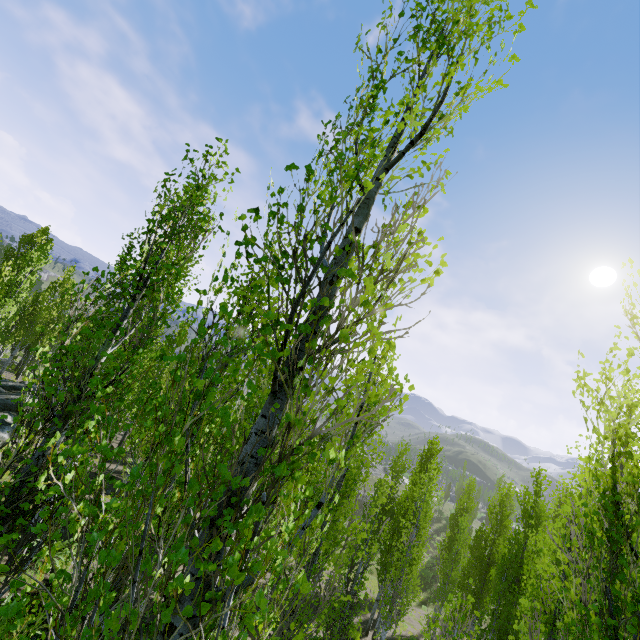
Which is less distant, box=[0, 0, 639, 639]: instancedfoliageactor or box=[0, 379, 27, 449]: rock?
box=[0, 0, 639, 639]: instancedfoliageactor

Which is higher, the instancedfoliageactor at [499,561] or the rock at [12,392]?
the instancedfoliageactor at [499,561]

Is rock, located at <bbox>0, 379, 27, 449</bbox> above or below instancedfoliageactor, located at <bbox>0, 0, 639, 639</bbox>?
below

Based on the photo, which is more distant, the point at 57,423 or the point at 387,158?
the point at 57,423

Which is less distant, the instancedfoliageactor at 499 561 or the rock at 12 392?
the instancedfoliageactor at 499 561
